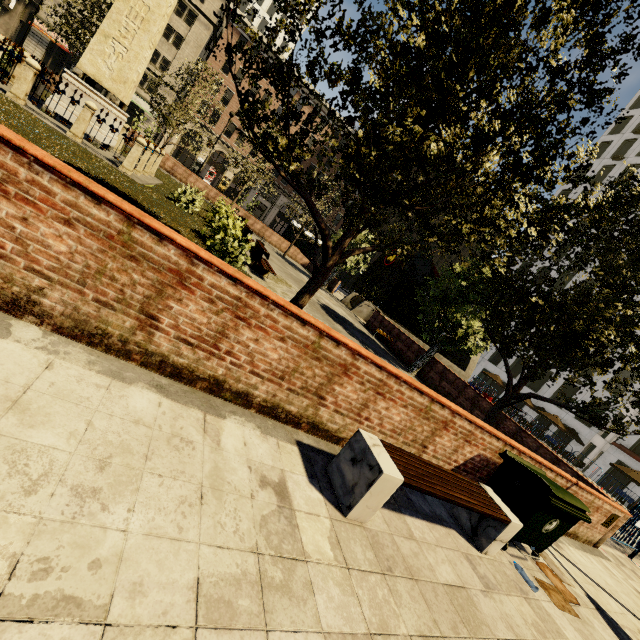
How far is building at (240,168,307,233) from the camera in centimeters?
4781cm

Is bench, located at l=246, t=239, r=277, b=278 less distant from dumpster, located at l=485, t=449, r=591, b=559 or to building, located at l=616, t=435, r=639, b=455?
dumpster, located at l=485, t=449, r=591, b=559

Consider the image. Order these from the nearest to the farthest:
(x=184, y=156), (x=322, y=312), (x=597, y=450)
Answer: (x=322, y=312)
(x=597, y=450)
(x=184, y=156)

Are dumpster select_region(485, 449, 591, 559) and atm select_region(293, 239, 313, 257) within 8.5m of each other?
no

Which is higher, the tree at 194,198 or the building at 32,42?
the building at 32,42

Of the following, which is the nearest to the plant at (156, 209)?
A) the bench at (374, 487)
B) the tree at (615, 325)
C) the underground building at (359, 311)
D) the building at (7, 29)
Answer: the tree at (615, 325)

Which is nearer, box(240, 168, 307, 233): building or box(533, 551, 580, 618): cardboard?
box(533, 551, 580, 618): cardboard

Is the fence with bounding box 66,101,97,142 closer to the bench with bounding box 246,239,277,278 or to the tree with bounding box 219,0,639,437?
the tree with bounding box 219,0,639,437
